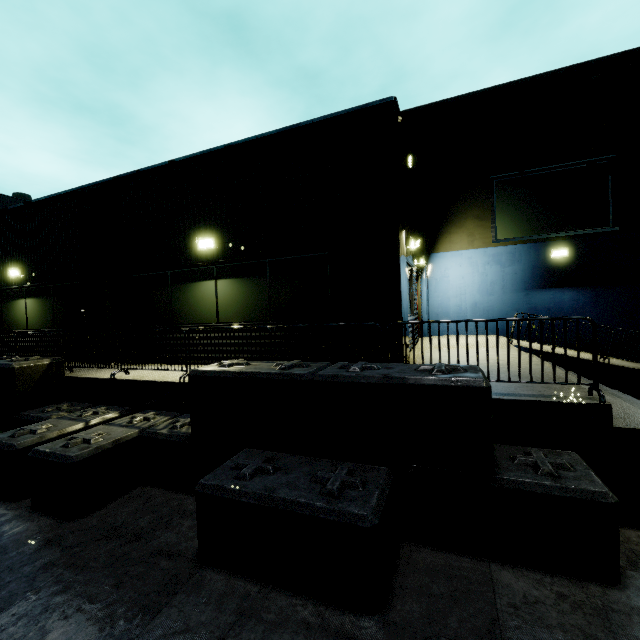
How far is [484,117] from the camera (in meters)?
12.46

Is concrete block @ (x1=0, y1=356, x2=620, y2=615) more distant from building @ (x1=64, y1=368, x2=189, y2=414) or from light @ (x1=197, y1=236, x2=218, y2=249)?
light @ (x1=197, y1=236, x2=218, y2=249)

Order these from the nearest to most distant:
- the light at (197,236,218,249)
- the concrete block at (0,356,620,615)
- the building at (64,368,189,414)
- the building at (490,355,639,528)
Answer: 1. the concrete block at (0,356,620,615)
2. the building at (490,355,639,528)
3. the building at (64,368,189,414)
4. the light at (197,236,218,249)

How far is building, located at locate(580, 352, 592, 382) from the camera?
8.1m

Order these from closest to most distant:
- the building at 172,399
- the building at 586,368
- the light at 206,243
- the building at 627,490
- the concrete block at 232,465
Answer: the concrete block at 232,465, the building at 627,490, the building at 172,399, the light at 206,243, the building at 586,368

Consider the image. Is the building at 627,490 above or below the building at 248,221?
below
